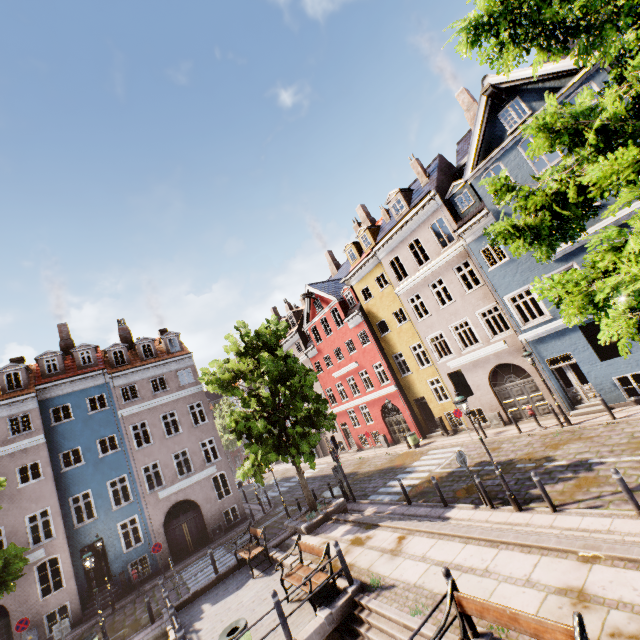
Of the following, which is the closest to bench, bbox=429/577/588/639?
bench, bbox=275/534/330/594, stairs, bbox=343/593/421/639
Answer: stairs, bbox=343/593/421/639

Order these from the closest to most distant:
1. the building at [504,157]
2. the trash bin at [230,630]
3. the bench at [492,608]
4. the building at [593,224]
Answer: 1. the bench at [492,608]
2. the trash bin at [230,630]
3. the building at [593,224]
4. the building at [504,157]

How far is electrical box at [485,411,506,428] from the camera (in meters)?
18.48

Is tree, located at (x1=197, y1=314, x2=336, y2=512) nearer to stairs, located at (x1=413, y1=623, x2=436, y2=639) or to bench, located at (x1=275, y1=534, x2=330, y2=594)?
bench, located at (x1=275, y1=534, x2=330, y2=594)

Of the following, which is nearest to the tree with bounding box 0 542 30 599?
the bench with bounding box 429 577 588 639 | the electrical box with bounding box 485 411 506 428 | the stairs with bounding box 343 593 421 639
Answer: the bench with bounding box 429 577 588 639

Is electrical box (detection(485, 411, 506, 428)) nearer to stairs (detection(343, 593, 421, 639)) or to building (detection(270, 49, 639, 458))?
building (detection(270, 49, 639, 458))

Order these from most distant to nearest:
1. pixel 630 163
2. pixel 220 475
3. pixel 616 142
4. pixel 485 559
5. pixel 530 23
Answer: pixel 220 475 → pixel 485 559 → pixel 616 142 → pixel 530 23 → pixel 630 163

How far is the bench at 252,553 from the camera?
12.77m
